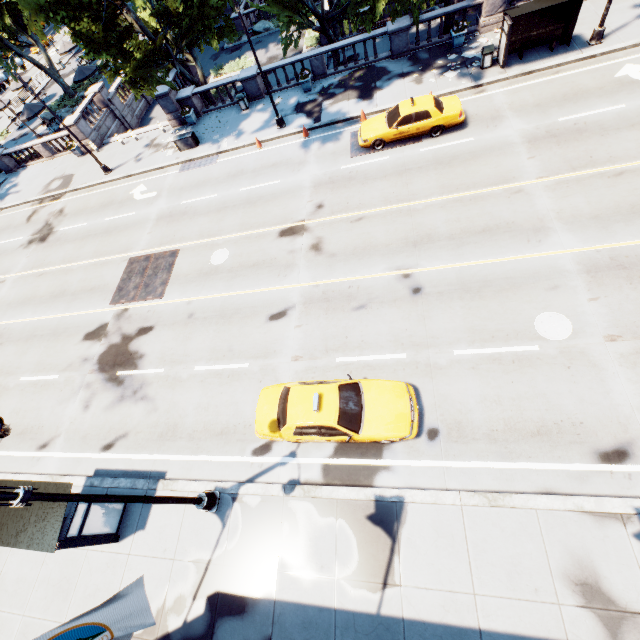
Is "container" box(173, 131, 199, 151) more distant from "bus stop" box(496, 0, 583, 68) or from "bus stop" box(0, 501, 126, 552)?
"bus stop" box(0, 501, 126, 552)

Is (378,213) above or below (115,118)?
below

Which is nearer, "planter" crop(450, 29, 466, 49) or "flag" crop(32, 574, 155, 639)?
"flag" crop(32, 574, 155, 639)

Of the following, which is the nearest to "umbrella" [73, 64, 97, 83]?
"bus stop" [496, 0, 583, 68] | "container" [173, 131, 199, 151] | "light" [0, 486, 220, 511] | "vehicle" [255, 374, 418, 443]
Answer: "container" [173, 131, 199, 151]

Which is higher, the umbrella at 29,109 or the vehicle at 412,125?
the umbrella at 29,109

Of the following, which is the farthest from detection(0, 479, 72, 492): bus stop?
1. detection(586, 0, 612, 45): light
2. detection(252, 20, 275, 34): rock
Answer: detection(252, 20, 275, 34): rock

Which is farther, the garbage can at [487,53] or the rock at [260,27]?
the rock at [260,27]

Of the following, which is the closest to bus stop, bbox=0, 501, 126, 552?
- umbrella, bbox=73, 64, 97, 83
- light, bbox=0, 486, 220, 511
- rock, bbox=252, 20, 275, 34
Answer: light, bbox=0, 486, 220, 511
